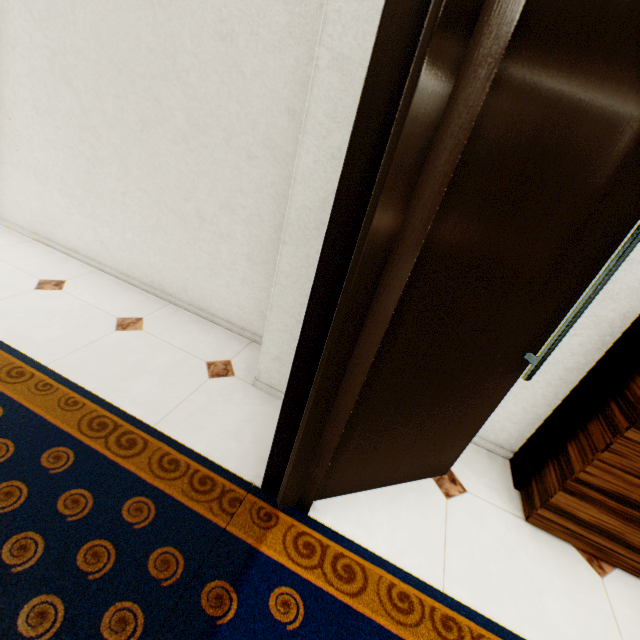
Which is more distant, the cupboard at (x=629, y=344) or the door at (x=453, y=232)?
the cupboard at (x=629, y=344)

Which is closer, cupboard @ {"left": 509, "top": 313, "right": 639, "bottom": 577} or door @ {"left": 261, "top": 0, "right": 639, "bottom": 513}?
door @ {"left": 261, "top": 0, "right": 639, "bottom": 513}

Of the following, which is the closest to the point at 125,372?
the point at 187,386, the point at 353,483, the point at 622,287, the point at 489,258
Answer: the point at 187,386
